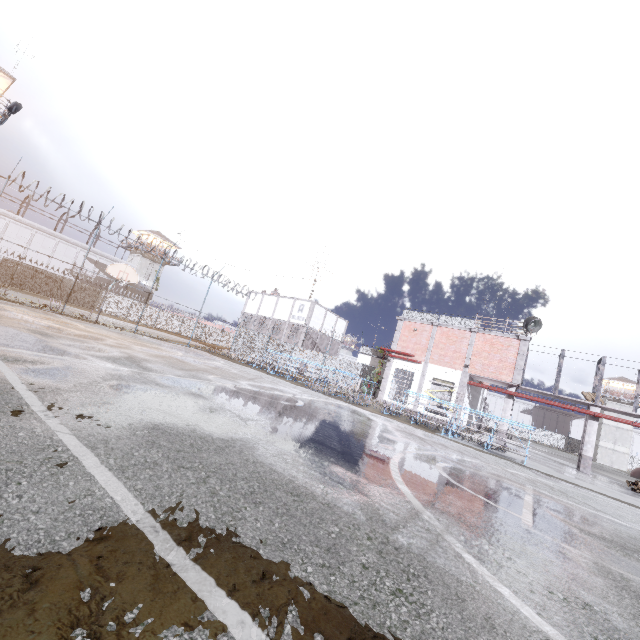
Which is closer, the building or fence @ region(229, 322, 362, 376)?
fence @ region(229, 322, 362, 376)

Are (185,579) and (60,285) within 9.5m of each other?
no

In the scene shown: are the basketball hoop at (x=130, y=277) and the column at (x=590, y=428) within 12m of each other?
no

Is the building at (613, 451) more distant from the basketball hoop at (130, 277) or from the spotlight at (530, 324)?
the basketball hoop at (130, 277)

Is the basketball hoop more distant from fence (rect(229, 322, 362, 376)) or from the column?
the column

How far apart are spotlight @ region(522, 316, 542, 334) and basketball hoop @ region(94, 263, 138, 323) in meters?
24.6

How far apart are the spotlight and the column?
5.0 meters

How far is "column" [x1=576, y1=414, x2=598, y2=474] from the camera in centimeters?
1875cm
